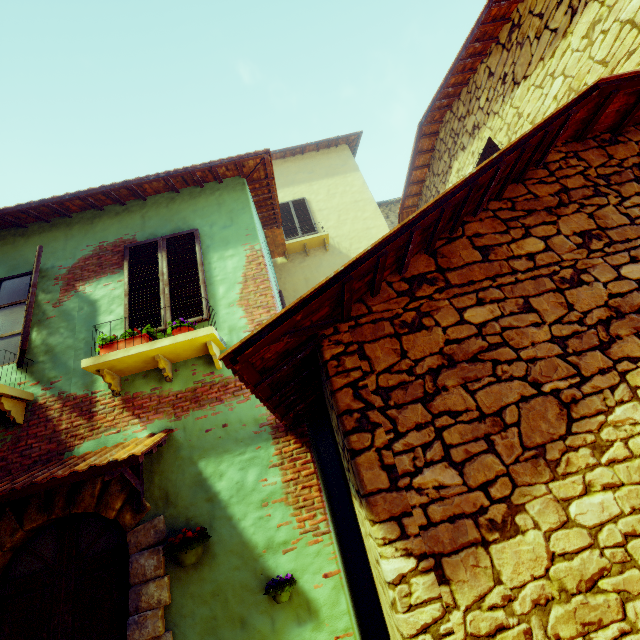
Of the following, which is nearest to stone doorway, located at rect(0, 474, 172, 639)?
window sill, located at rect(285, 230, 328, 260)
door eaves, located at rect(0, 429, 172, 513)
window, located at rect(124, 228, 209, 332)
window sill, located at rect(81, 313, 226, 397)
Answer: door eaves, located at rect(0, 429, 172, 513)

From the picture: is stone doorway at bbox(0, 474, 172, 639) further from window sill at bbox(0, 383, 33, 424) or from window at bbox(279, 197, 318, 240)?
window at bbox(279, 197, 318, 240)

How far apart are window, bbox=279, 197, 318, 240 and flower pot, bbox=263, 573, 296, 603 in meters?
8.6 m

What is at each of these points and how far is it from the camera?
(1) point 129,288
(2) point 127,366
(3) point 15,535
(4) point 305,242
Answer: (1) window, 4.6m
(2) window sill, 3.9m
(3) stone doorway, 3.3m
(4) window sill, 9.7m

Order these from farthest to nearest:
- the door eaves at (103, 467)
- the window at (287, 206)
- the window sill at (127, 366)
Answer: the window at (287, 206), the window sill at (127, 366), the door eaves at (103, 467)

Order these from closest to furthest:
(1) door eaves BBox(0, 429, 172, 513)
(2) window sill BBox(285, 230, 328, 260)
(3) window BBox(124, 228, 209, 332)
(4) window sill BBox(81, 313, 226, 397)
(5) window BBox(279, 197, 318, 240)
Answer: (1) door eaves BBox(0, 429, 172, 513), (4) window sill BBox(81, 313, 226, 397), (3) window BBox(124, 228, 209, 332), (2) window sill BBox(285, 230, 328, 260), (5) window BBox(279, 197, 318, 240)

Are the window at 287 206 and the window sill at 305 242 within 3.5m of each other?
yes

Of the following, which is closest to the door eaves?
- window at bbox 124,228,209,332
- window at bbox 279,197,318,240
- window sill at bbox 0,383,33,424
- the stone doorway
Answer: the stone doorway
